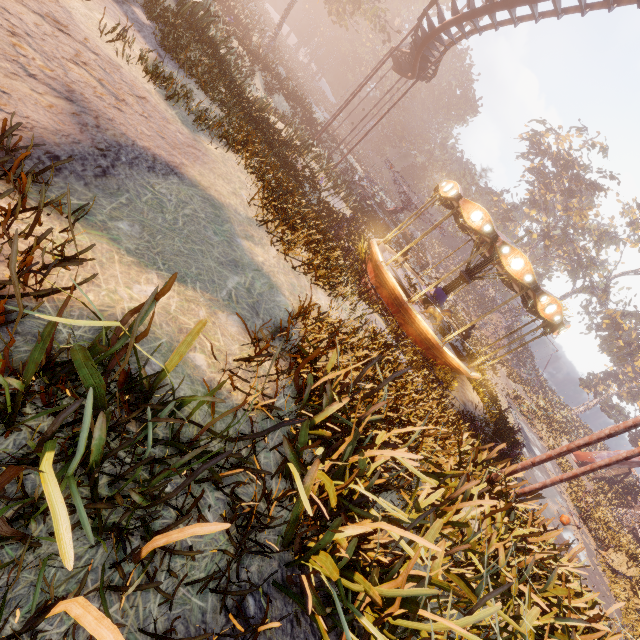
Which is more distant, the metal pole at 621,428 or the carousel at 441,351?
the carousel at 441,351

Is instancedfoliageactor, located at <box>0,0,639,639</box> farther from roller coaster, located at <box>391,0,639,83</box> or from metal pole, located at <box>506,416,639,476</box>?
roller coaster, located at <box>391,0,639,83</box>

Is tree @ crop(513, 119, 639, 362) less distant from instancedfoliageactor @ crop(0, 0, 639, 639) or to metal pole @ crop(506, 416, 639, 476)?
instancedfoliageactor @ crop(0, 0, 639, 639)

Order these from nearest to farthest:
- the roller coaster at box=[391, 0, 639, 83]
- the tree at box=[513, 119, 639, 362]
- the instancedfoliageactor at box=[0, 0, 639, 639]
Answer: the instancedfoliageactor at box=[0, 0, 639, 639], the roller coaster at box=[391, 0, 639, 83], the tree at box=[513, 119, 639, 362]

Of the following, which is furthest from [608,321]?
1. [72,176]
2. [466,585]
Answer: [72,176]

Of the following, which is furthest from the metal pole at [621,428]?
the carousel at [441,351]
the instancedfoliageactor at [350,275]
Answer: the carousel at [441,351]

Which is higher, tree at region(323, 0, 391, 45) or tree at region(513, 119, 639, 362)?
tree at region(513, 119, 639, 362)

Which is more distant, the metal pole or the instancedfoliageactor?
the metal pole
